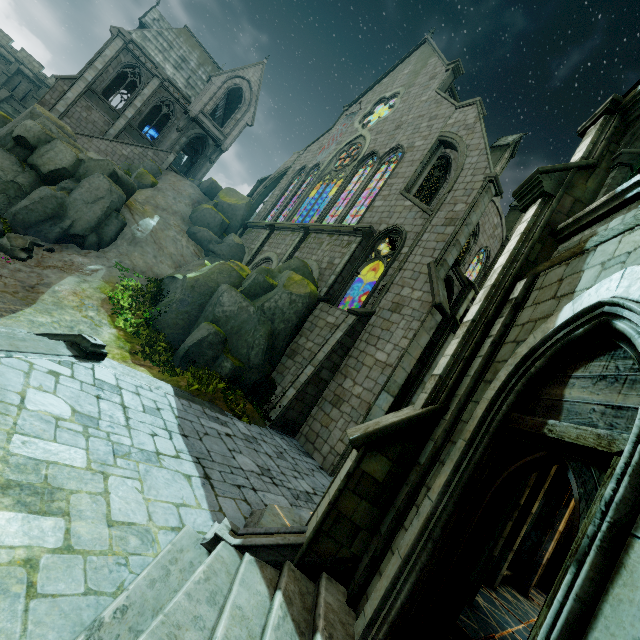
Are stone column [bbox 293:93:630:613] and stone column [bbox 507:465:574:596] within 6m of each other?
no

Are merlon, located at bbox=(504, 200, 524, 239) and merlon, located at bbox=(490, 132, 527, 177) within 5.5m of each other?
yes

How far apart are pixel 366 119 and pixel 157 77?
18.89m

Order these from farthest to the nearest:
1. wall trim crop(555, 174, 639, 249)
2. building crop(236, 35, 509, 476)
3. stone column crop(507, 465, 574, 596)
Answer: building crop(236, 35, 509, 476) → stone column crop(507, 465, 574, 596) → wall trim crop(555, 174, 639, 249)

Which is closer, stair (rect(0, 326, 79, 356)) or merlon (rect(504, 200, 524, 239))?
stair (rect(0, 326, 79, 356))

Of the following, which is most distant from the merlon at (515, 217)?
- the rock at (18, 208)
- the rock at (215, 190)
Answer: the rock at (18, 208)

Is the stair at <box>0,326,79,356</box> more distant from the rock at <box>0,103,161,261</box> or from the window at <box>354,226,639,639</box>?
the window at <box>354,226,639,639</box>

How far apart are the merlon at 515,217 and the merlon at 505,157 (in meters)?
4.64
